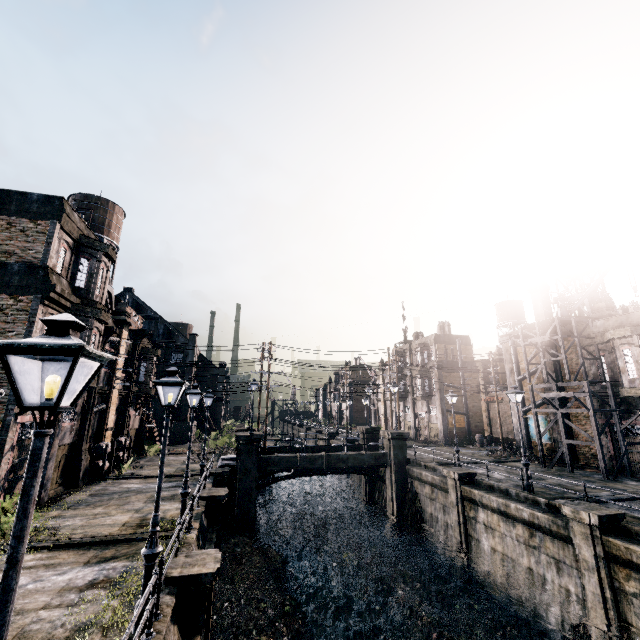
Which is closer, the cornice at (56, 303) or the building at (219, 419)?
the cornice at (56, 303)

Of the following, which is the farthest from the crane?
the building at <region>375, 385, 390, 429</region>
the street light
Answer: the street light

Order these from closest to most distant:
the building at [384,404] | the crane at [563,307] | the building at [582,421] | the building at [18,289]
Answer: the building at [18,289] < the building at [582,421] < the crane at [563,307] < the building at [384,404]

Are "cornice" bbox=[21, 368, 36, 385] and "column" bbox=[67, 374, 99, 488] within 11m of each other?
yes

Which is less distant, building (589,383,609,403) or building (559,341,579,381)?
building (589,383,609,403)

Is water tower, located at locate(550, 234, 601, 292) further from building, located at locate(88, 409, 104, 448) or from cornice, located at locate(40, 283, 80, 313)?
cornice, located at locate(40, 283, 80, 313)

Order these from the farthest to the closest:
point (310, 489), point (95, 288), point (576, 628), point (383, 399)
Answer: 1. point (383, 399)
2. point (310, 489)
3. point (95, 288)
4. point (576, 628)

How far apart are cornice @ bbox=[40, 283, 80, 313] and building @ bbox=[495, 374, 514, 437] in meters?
47.9
